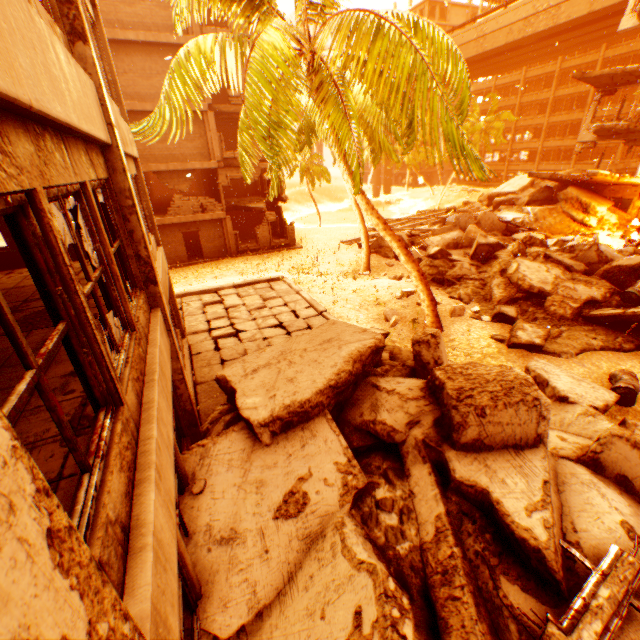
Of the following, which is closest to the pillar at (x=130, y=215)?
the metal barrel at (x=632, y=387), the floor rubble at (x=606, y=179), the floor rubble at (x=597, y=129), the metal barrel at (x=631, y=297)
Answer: the metal barrel at (x=632, y=387)

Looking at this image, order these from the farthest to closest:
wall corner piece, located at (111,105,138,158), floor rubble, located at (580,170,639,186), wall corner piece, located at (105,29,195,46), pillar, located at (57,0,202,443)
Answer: floor rubble, located at (580,170,639,186)
wall corner piece, located at (105,29,195,46)
wall corner piece, located at (111,105,138,158)
pillar, located at (57,0,202,443)

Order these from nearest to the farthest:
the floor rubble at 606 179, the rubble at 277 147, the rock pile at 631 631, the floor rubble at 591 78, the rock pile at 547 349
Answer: the rock pile at 631 631 → the rubble at 277 147 → the rock pile at 547 349 → the floor rubble at 606 179 → the floor rubble at 591 78

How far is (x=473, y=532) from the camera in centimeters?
366cm

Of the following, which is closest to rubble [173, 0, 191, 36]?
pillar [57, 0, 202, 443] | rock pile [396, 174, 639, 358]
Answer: rock pile [396, 174, 639, 358]

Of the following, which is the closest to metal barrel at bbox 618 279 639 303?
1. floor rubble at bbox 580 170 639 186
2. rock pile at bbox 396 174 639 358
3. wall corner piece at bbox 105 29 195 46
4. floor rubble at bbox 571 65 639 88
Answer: rock pile at bbox 396 174 639 358

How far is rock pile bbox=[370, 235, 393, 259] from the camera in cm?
2012

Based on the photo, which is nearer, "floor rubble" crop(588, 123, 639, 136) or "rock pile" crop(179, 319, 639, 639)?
"rock pile" crop(179, 319, 639, 639)
